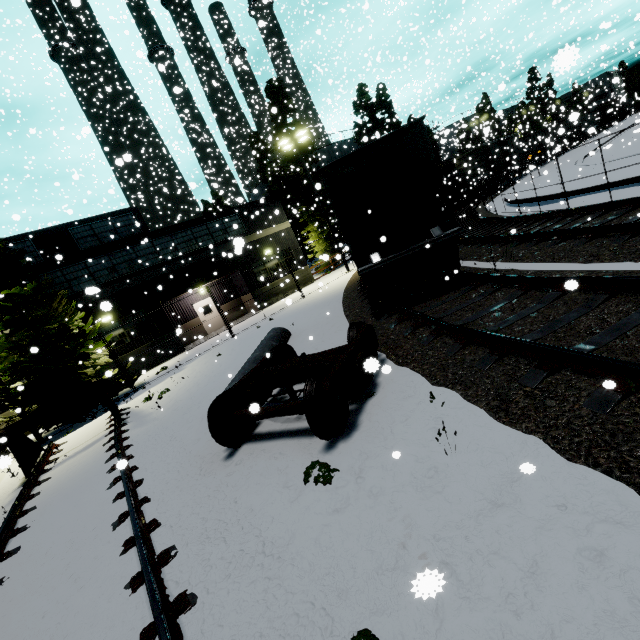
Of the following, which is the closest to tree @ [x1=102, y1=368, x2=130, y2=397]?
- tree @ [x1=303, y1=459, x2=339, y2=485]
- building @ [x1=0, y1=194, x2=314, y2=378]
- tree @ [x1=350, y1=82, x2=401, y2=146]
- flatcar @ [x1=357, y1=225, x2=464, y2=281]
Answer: building @ [x1=0, y1=194, x2=314, y2=378]

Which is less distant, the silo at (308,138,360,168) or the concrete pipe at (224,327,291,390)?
the concrete pipe at (224,327,291,390)

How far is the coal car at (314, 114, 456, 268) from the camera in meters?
8.2 m

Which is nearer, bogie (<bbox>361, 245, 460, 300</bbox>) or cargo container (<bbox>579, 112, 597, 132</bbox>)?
bogie (<bbox>361, 245, 460, 300</bbox>)

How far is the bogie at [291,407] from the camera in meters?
4.5 m

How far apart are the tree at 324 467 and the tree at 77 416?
13.3m

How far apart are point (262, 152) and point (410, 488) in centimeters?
4064cm

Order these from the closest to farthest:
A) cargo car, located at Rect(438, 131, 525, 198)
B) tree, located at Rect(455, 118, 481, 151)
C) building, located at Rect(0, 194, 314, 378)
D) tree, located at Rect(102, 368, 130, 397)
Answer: tree, located at Rect(102, 368, 130, 397), building, located at Rect(0, 194, 314, 378), tree, located at Rect(455, 118, 481, 151), cargo car, located at Rect(438, 131, 525, 198)
